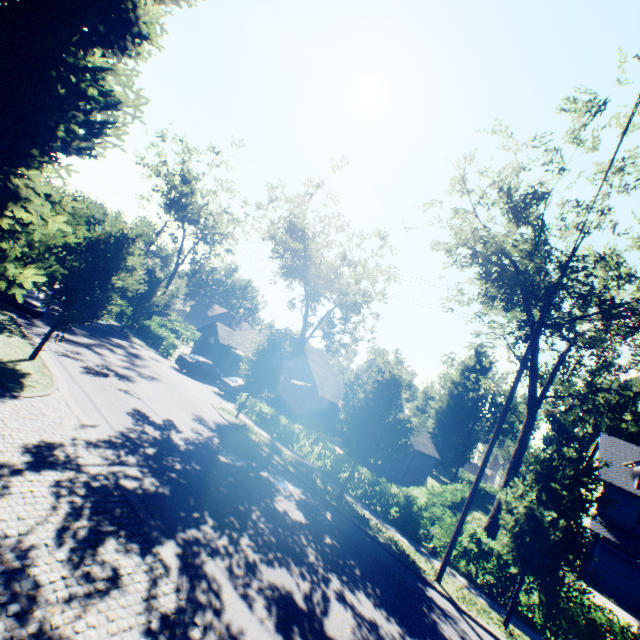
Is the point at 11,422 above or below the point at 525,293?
below

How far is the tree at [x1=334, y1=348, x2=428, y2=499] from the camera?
14.71m

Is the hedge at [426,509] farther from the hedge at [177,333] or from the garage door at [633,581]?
the hedge at [177,333]

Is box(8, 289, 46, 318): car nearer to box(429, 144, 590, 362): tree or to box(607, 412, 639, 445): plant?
box(429, 144, 590, 362): tree

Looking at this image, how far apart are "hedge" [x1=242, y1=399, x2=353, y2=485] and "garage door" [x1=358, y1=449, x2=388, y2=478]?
8.7m

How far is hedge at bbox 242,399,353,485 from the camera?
18.0m

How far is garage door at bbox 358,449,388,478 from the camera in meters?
26.2 m

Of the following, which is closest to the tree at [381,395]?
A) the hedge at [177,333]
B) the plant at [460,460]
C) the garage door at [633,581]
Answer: the hedge at [177,333]
